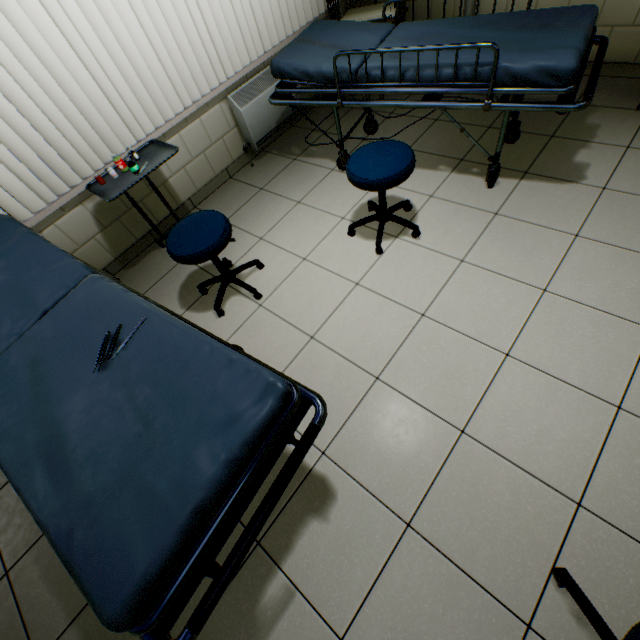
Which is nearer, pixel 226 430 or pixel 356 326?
pixel 226 430

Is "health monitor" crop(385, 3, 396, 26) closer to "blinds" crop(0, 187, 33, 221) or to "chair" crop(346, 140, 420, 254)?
"blinds" crop(0, 187, 33, 221)

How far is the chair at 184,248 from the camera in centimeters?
191cm

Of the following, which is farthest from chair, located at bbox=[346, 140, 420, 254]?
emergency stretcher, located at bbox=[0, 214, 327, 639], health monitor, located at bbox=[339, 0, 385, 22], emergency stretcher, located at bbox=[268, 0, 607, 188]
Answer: health monitor, located at bbox=[339, 0, 385, 22]

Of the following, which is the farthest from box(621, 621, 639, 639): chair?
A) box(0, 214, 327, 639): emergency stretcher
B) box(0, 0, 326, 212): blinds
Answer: box(0, 0, 326, 212): blinds

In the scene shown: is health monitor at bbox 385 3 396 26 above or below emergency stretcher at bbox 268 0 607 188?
below

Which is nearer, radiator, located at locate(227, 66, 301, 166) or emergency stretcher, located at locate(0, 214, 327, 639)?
emergency stretcher, located at locate(0, 214, 327, 639)

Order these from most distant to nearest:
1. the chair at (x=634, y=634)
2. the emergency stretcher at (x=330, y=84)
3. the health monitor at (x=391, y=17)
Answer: the health monitor at (x=391, y=17), the emergency stretcher at (x=330, y=84), the chair at (x=634, y=634)
